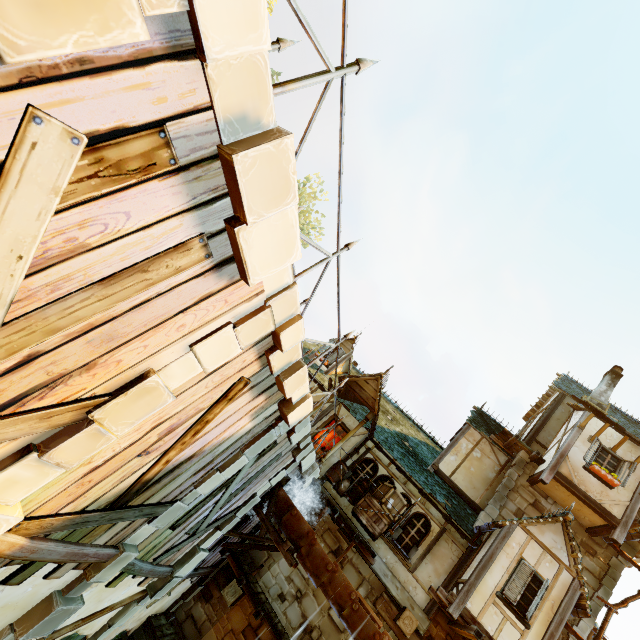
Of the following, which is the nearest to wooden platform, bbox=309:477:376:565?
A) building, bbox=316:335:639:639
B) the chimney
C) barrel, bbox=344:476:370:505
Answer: building, bbox=316:335:639:639

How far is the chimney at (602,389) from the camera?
14.64m

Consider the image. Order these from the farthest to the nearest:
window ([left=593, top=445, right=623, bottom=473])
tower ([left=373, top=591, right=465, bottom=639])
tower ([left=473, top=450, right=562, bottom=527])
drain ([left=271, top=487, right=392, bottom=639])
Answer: tower ([left=473, top=450, right=562, bottom=527])
window ([left=593, top=445, right=623, bottom=473])
tower ([left=373, top=591, right=465, bottom=639])
drain ([left=271, top=487, right=392, bottom=639])

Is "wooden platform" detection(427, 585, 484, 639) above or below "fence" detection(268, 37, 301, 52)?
below

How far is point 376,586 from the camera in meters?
10.5

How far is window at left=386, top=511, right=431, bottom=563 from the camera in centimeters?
1080cm

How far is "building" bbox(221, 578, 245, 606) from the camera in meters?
9.8 m

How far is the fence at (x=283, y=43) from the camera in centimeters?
379cm
